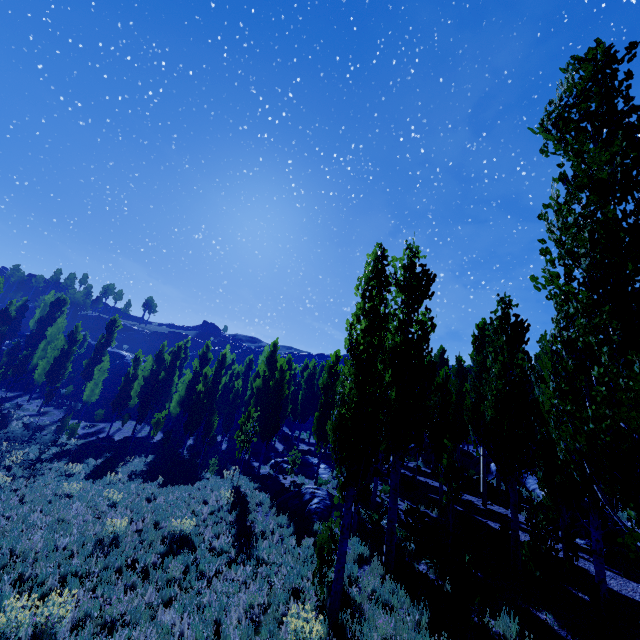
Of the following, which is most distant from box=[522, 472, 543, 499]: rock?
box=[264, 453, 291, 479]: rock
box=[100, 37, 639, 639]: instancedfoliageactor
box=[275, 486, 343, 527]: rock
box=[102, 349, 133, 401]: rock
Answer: box=[102, 349, 133, 401]: rock

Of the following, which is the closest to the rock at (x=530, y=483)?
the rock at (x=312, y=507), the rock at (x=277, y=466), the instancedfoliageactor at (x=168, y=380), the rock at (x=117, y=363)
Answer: the instancedfoliageactor at (x=168, y=380)

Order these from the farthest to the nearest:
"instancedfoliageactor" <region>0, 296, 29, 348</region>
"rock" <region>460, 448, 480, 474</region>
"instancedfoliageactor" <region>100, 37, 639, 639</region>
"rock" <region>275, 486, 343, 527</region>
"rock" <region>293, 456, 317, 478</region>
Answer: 1. "instancedfoliageactor" <region>0, 296, 29, 348</region>
2. "rock" <region>460, 448, 480, 474</region>
3. "rock" <region>293, 456, 317, 478</region>
4. "rock" <region>275, 486, 343, 527</region>
5. "instancedfoliageactor" <region>100, 37, 639, 639</region>

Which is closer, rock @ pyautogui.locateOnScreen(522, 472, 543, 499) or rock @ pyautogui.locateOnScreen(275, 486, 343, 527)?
rock @ pyautogui.locateOnScreen(275, 486, 343, 527)

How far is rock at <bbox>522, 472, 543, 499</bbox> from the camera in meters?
20.0

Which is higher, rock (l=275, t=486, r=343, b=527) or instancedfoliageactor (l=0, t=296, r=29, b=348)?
instancedfoliageactor (l=0, t=296, r=29, b=348)

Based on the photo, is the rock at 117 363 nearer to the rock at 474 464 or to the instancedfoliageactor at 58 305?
the instancedfoliageactor at 58 305

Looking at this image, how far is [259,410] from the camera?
30.3 meters
